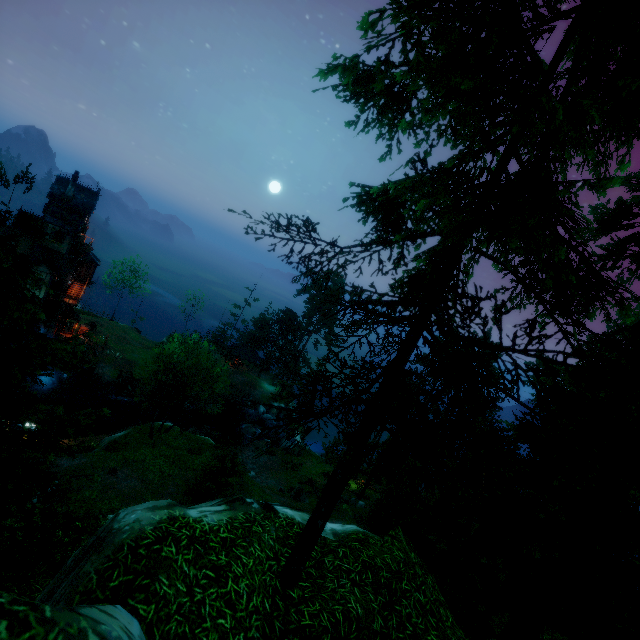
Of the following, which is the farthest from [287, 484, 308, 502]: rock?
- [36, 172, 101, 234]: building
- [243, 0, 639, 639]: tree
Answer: [36, 172, 101, 234]: building

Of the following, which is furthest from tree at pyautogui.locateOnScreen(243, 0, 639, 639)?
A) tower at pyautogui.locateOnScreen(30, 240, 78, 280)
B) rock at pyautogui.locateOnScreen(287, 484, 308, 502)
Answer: tower at pyautogui.locateOnScreen(30, 240, 78, 280)

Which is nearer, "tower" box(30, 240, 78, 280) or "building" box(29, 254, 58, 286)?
"building" box(29, 254, 58, 286)

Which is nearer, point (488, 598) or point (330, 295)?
point (330, 295)

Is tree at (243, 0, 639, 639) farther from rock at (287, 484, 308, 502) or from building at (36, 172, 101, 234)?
building at (36, 172, 101, 234)

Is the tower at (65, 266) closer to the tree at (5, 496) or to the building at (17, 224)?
the building at (17, 224)

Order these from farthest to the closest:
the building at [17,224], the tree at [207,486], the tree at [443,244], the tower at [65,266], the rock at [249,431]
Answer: the rock at [249,431] → the tower at [65,266] → the building at [17,224] → the tree at [207,486] → the tree at [443,244]
